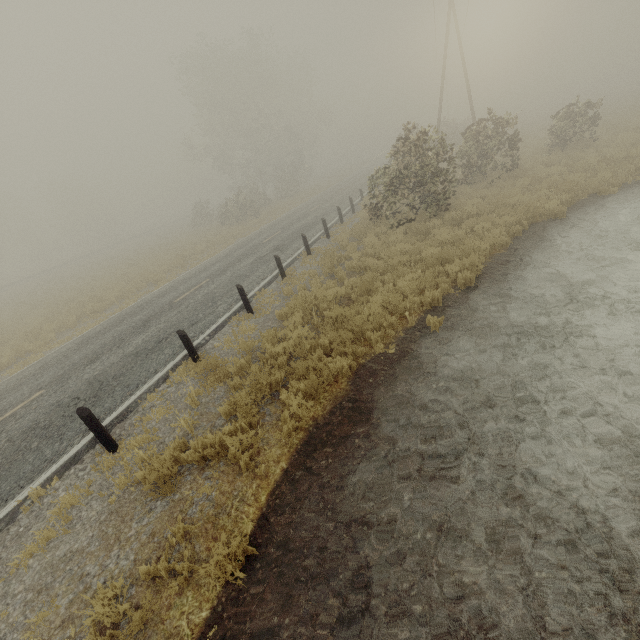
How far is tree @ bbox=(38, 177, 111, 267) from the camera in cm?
5369

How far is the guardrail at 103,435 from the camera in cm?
563

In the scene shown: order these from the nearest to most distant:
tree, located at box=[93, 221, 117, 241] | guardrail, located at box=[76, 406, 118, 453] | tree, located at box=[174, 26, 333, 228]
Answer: guardrail, located at box=[76, 406, 118, 453] < tree, located at box=[174, 26, 333, 228] < tree, located at box=[93, 221, 117, 241]

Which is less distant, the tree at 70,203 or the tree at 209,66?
the tree at 209,66

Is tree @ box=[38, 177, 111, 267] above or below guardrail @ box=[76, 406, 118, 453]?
above

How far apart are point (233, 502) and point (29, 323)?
20.45m
